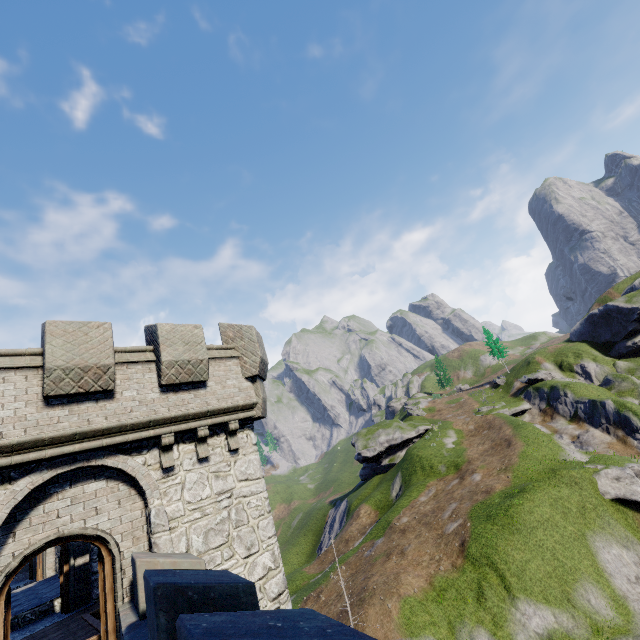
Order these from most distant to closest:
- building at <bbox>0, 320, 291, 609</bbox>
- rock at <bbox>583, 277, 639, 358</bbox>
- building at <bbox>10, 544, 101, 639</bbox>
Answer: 1. rock at <bbox>583, 277, 639, 358</bbox>
2. building at <bbox>10, 544, 101, 639</bbox>
3. building at <bbox>0, 320, 291, 609</bbox>

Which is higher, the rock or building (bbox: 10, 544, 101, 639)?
the rock

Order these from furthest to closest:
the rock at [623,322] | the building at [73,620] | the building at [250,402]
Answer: the rock at [623,322], the building at [73,620], the building at [250,402]

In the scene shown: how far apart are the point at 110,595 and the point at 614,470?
32.6 meters

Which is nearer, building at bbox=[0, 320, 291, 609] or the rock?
building at bbox=[0, 320, 291, 609]

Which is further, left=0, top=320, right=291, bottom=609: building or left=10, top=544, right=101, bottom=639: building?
left=10, top=544, right=101, bottom=639: building

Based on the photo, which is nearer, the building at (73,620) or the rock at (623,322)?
the building at (73,620)
